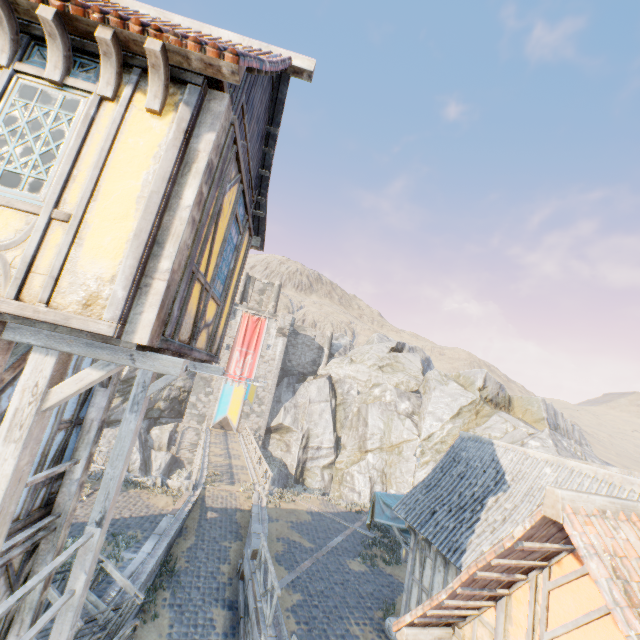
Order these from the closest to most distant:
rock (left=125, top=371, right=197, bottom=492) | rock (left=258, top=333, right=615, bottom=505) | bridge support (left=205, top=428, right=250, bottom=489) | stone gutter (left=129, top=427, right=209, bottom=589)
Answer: stone gutter (left=129, top=427, right=209, bottom=589)
rock (left=125, top=371, right=197, bottom=492)
bridge support (left=205, top=428, right=250, bottom=489)
rock (left=258, top=333, right=615, bottom=505)

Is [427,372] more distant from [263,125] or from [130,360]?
[130,360]

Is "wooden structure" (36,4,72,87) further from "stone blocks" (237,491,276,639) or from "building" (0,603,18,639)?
"stone blocks" (237,491,276,639)

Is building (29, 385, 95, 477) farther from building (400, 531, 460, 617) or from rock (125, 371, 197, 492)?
building (400, 531, 460, 617)

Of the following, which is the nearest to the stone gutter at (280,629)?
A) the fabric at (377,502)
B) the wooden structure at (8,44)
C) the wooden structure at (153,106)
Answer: the fabric at (377,502)

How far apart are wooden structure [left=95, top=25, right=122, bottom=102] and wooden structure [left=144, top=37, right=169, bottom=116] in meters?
0.3

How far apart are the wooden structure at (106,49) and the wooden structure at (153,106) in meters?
0.3

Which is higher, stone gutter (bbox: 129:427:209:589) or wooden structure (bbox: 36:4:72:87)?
wooden structure (bbox: 36:4:72:87)
